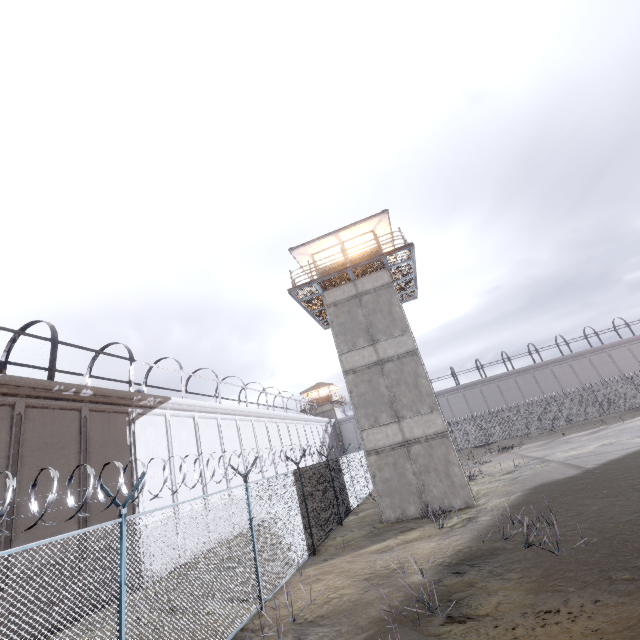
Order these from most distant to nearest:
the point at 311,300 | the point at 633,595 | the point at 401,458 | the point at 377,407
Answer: the point at 311,300 → the point at 377,407 → the point at 401,458 → the point at 633,595

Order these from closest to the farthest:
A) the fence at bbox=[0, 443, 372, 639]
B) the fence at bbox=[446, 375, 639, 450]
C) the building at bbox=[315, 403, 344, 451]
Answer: the fence at bbox=[0, 443, 372, 639], the fence at bbox=[446, 375, 639, 450], the building at bbox=[315, 403, 344, 451]

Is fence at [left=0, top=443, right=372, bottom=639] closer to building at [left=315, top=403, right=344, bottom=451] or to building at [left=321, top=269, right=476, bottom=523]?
building at [left=321, top=269, right=476, bottom=523]

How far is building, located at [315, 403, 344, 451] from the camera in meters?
51.4

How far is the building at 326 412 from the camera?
51.4 meters

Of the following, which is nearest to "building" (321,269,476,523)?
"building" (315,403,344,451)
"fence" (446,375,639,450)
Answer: "fence" (446,375,639,450)

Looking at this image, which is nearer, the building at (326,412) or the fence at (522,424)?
the fence at (522,424)

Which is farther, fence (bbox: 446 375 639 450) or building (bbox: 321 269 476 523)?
fence (bbox: 446 375 639 450)
